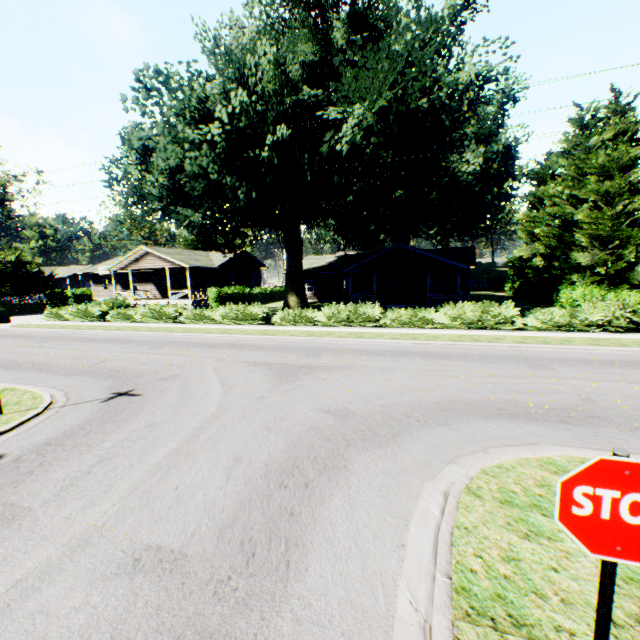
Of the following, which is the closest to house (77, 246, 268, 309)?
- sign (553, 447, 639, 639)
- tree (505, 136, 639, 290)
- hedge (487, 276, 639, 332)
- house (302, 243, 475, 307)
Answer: house (302, 243, 475, 307)

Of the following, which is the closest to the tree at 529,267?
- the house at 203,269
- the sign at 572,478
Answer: the sign at 572,478

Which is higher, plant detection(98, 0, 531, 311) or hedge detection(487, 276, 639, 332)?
plant detection(98, 0, 531, 311)

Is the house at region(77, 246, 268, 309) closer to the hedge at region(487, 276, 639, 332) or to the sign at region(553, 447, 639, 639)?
the hedge at region(487, 276, 639, 332)

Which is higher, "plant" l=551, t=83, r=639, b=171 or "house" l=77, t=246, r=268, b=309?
"plant" l=551, t=83, r=639, b=171

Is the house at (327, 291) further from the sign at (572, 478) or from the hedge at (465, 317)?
the sign at (572, 478)

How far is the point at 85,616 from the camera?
3.2 meters

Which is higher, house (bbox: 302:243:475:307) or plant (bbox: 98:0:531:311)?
plant (bbox: 98:0:531:311)
